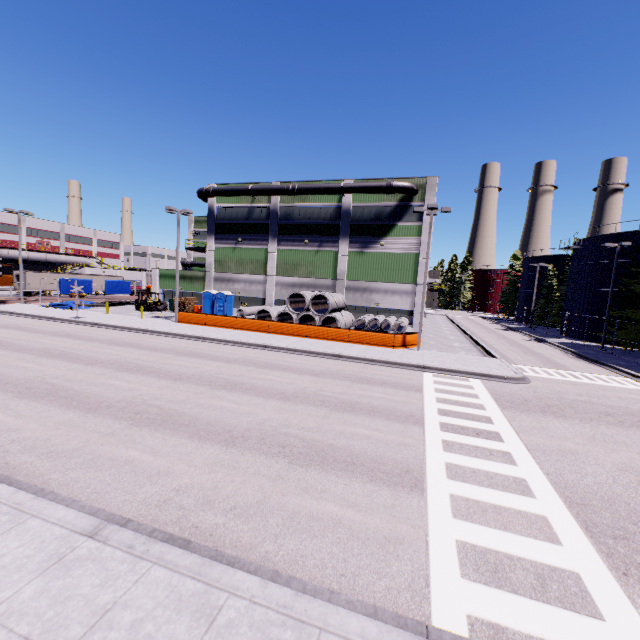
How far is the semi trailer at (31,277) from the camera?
46.00m

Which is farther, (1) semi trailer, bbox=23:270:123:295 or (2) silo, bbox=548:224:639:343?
(1) semi trailer, bbox=23:270:123:295

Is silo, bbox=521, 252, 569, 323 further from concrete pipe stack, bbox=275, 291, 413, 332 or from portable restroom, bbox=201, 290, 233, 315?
portable restroom, bbox=201, 290, 233, 315

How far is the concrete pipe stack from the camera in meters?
27.0

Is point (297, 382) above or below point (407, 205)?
below

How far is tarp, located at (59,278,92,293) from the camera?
37.94m

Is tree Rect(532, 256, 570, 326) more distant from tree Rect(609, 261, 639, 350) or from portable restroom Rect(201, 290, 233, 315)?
portable restroom Rect(201, 290, 233, 315)

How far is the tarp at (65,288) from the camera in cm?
3794
